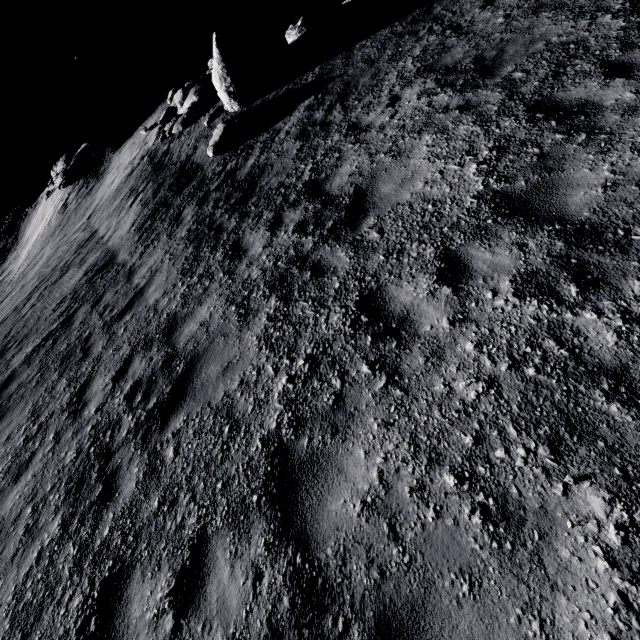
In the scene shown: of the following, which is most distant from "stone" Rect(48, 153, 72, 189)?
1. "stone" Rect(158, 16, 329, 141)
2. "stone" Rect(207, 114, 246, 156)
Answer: "stone" Rect(207, 114, 246, 156)

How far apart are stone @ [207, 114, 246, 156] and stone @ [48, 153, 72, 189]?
20.0m

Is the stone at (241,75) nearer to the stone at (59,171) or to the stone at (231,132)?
the stone at (231,132)

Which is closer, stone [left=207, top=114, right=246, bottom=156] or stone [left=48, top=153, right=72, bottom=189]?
stone [left=207, top=114, right=246, bottom=156]

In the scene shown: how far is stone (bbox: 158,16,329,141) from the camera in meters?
11.1 m

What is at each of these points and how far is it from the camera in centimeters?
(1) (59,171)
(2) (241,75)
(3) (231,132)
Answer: (1) stone, 2472cm
(2) stone, 1155cm
(3) stone, 1110cm

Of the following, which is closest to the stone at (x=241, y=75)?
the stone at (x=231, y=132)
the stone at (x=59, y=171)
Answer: the stone at (x=231, y=132)
